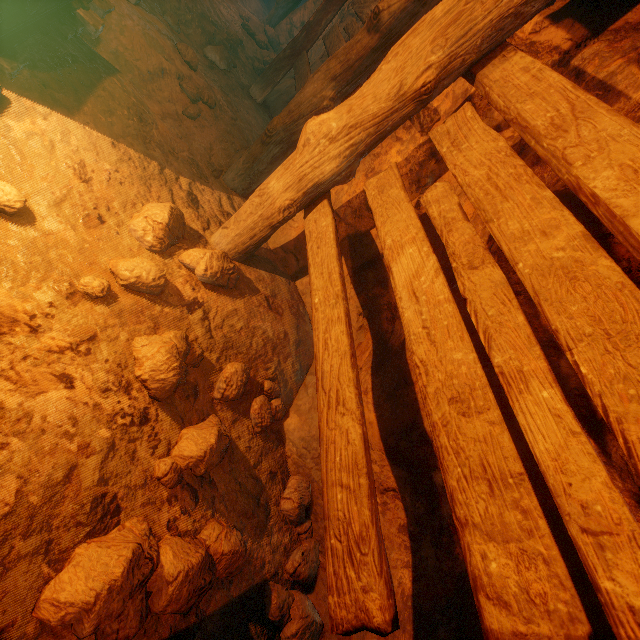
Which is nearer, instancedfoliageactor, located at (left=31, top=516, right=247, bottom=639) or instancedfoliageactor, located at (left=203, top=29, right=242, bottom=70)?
instancedfoliageactor, located at (left=31, top=516, right=247, bottom=639)

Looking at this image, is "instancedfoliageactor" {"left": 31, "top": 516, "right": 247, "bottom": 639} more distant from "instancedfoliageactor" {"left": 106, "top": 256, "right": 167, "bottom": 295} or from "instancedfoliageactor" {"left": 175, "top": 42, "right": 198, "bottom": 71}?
"instancedfoliageactor" {"left": 175, "top": 42, "right": 198, "bottom": 71}

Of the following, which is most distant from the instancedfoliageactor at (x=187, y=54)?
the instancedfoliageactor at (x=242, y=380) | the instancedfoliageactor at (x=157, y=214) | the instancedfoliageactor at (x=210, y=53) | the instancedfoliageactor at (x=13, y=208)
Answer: the instancedfoliageactor at (x=242, y=380)

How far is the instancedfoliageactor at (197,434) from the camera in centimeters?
162cm

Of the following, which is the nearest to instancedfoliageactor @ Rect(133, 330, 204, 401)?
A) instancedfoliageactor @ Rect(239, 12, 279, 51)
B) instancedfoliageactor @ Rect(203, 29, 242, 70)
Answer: instancedfoliageactor @ Rect(203, 29, 242, 70)

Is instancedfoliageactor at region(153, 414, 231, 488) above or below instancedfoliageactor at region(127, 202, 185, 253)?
below

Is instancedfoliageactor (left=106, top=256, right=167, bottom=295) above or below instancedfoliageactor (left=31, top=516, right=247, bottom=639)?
above

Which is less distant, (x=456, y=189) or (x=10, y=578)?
(x=10, y=578)
